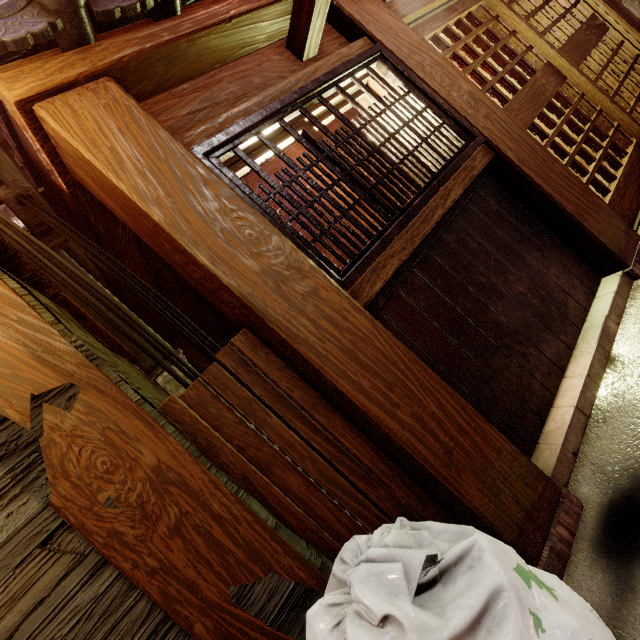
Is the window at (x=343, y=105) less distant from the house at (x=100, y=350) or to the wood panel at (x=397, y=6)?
the wood panel at (x=397, y=6)

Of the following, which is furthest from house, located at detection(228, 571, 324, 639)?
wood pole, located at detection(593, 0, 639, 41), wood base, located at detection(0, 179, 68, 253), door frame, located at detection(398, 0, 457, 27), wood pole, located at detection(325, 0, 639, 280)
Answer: wood pole, located at detection(593, 0, 639, 41)

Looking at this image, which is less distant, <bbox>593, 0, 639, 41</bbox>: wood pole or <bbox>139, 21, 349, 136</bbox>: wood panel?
<bbox>139, 21, 349, 136</bbox>: wood panel

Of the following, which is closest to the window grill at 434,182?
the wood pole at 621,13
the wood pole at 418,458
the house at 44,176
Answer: the wood pole at 418,458

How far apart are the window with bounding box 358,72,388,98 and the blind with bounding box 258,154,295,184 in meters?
0.1 m

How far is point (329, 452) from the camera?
3.05m

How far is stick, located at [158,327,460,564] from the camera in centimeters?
280cm

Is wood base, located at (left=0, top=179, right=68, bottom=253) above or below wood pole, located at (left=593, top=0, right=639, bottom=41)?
above
